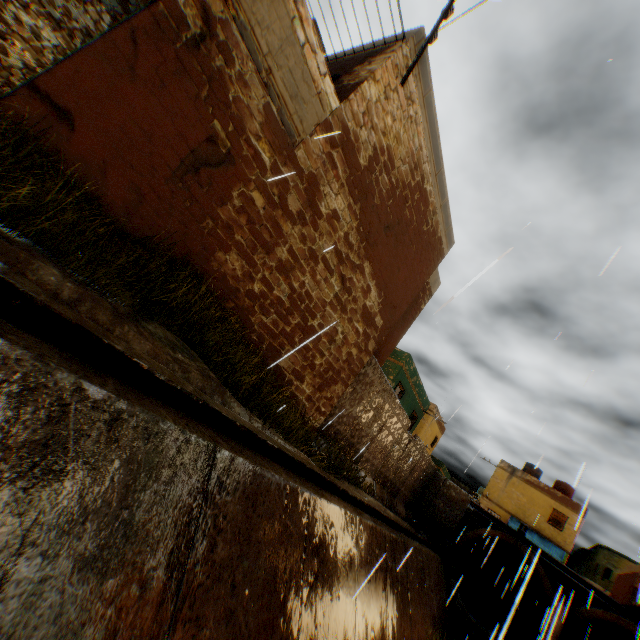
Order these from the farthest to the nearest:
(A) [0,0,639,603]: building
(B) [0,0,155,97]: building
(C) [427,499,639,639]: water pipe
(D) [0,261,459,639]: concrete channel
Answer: (C) [427,499,639,639]: water pipe → (B) [0,0,155,97]: building → (A) [0,0,639,603]: building → (D) [0,261,459,639]: concrete channel

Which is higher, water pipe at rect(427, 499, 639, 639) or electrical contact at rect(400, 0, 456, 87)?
electrical contact at rect(400, 0, 456, 87)

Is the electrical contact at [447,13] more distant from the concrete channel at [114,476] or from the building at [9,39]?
the concrete channel at [114,476]

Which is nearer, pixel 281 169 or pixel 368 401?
pixel 281 169

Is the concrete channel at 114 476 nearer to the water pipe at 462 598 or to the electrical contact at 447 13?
the water pipe at 462 598

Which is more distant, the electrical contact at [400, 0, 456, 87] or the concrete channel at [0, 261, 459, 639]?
the electrical contact at [400, 0, 456, 87]

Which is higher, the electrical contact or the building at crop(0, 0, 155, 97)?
the electrical contact

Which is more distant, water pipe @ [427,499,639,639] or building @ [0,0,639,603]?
water pipe @ [427,499,639,639]
